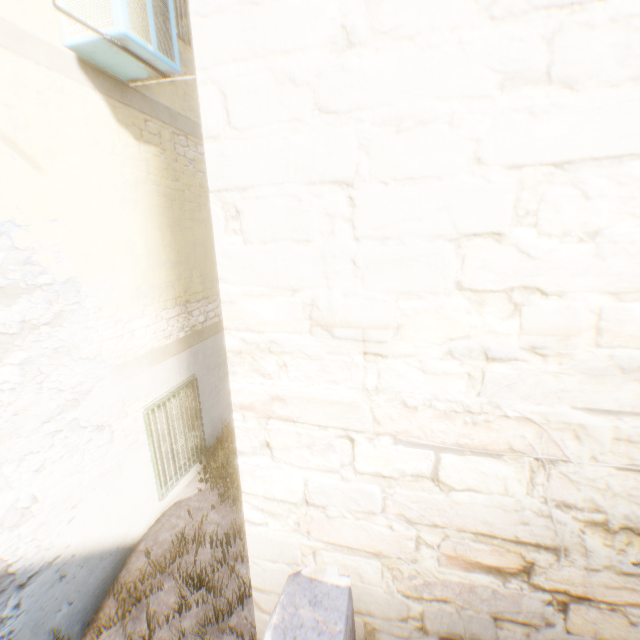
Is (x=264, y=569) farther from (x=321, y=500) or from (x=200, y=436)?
(x=200, y=436)
